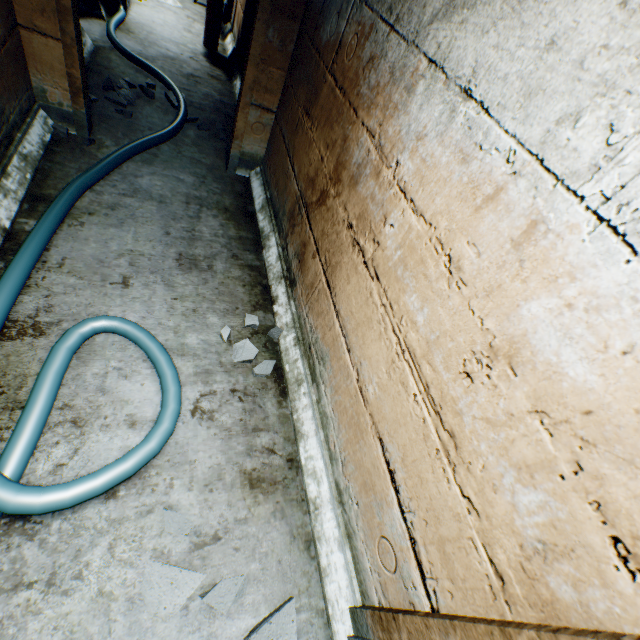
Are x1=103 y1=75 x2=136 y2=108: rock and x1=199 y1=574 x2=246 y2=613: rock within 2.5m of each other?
no

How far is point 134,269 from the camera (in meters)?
2.04

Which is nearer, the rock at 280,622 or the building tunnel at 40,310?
the building tunnel at 40,310

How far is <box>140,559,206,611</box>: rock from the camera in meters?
1.2 m

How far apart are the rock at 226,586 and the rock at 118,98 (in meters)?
3.67

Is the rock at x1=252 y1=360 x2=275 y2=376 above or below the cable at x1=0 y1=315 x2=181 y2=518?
below

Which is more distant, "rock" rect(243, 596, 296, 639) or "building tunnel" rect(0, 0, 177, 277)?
"building tunnel" rect(0, 0, 177, 277)

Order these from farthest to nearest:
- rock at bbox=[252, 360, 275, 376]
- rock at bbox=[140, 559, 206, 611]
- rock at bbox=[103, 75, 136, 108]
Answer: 1. rock at bbox=[103, 75, 136, 108]
2. rock at bbox=[252, 360, 275, 376]
3. rock at bbox=[140, 559, 206, 611]
